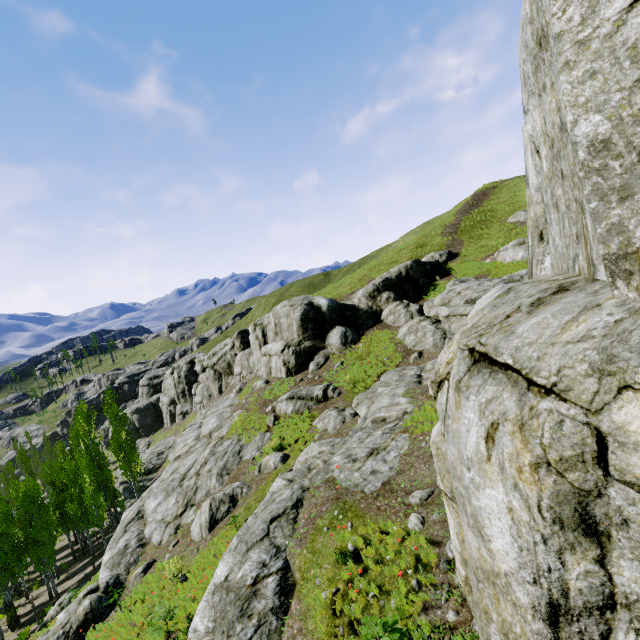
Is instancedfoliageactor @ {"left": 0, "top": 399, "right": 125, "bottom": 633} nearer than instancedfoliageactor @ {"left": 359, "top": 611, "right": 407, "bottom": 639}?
No

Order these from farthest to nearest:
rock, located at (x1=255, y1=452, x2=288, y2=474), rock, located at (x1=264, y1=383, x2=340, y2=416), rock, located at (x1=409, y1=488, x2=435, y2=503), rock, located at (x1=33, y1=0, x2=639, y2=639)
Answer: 1. rock, located at (x1=264, y1=383, x2=340, y2=416)
2. rock, located at (x1=255, y1=452, x2=288, y2=474)
3. rock, located at (x1=409, y1=488, x2=435, y2=503)
4. rock, located at (x1=33, y1=0, x2=639, y2=639)

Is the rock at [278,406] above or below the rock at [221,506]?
above

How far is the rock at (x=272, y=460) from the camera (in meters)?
17.86

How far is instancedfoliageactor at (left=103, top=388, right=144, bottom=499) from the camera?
30.86m

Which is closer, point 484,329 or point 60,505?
point 484,329

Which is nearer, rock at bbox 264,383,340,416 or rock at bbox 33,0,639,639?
rock at bbox 33,0,639,639
